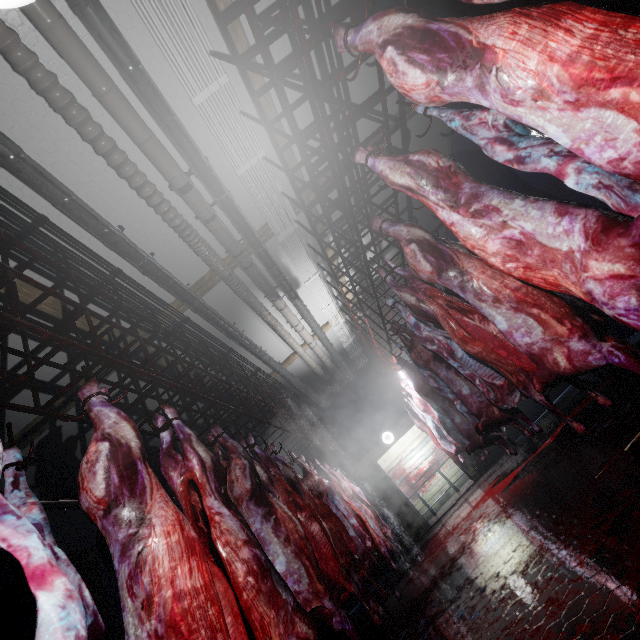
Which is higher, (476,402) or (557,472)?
(476,402)

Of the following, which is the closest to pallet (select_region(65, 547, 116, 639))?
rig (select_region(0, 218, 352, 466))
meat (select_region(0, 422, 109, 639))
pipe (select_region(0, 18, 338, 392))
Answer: rig (select_region(0, 218, 352, 466))

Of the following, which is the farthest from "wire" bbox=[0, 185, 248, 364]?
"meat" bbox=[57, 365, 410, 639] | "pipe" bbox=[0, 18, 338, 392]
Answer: "meat" bbox=[57, 365, 410, 639]

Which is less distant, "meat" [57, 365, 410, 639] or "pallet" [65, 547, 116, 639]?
"meat" [57, 365, 410, 639]

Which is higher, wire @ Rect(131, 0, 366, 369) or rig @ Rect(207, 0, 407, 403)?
wire @ Rect(131, 0, 366, 369)

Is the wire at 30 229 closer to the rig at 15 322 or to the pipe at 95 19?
the rig at 15 322

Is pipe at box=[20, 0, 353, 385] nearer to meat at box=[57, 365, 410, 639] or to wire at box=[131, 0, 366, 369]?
wire at box=[131, 0, 366, 369]

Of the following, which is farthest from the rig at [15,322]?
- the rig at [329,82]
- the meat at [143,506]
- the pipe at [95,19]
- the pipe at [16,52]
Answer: the rig at [329,82]
